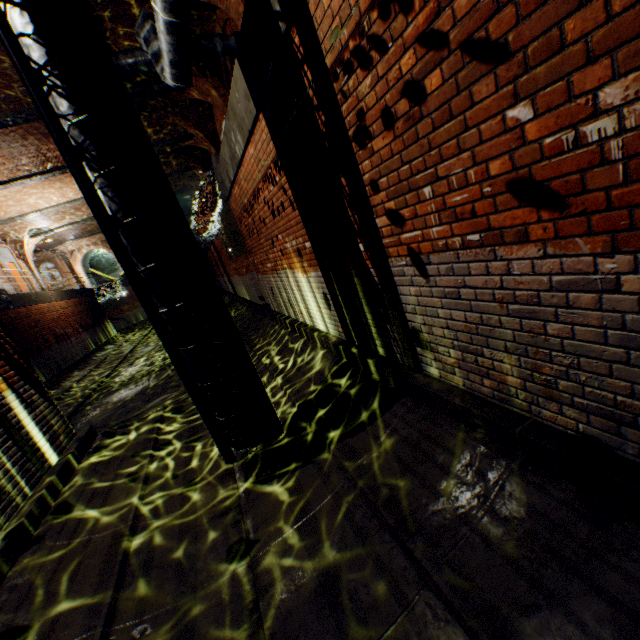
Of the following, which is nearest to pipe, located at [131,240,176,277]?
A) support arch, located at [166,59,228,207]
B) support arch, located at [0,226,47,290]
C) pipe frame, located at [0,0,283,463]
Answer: pipe frame, located at [0,0,283,463]

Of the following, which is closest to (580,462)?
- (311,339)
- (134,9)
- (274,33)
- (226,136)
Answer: (274,33)

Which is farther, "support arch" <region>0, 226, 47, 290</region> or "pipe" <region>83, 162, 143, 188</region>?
"support arch" <region>0, 226, 47, 290</region>

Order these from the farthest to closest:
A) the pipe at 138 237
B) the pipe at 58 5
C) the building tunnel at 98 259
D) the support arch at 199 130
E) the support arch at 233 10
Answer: the building tunnel at 98 259 → the support arch at 199 130 → the support arch at 233 10 → the pipe at 138 237 → the pipe at 58 5

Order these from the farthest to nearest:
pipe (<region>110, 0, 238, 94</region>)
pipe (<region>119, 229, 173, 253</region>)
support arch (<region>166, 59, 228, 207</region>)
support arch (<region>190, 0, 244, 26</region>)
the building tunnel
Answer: the building tunnel < support arch (<region>166, 59, 228, 207</region>) < support arch (<region>190, 0, 244, 26</region>) < pipe (<region>110, 0, 238, 94</region>) < pipe (<region>119, 229, 173, 253</region>)

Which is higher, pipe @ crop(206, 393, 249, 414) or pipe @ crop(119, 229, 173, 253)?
pipe @ crop(119, 229, 173, 253)

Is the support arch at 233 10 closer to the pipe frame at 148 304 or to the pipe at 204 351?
the pipe at 204 351

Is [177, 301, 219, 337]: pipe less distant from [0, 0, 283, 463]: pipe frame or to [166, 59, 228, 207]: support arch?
[0, 0, 283, 463]: pipe frame
